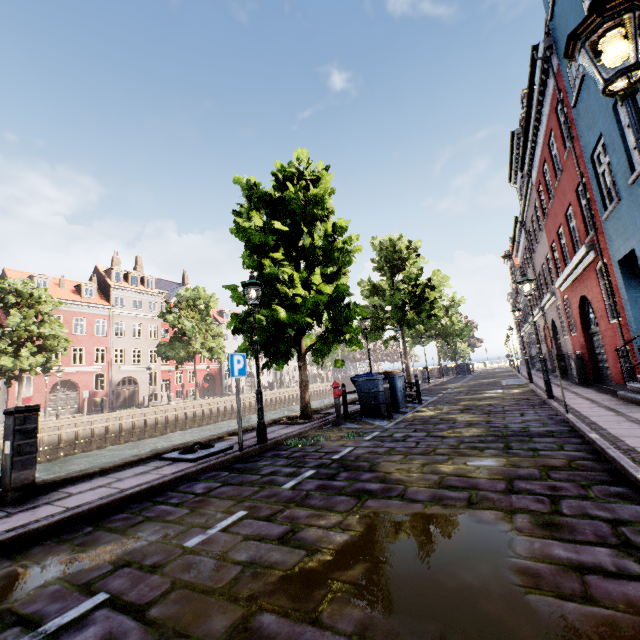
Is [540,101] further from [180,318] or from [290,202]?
[180,318]

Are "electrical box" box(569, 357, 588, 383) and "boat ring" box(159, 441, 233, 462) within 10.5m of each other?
no

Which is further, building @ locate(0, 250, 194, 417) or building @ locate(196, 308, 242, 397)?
building @ locate(196, 308, 242, 397)

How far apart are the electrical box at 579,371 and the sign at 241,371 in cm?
1372

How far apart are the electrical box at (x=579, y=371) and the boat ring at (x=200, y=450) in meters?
14.0 m

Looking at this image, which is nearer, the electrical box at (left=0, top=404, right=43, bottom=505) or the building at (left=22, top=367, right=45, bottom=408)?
the electrical box at (left=0, top=404, right=43, bottom=505)

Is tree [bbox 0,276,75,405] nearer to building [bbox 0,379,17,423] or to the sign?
the sign

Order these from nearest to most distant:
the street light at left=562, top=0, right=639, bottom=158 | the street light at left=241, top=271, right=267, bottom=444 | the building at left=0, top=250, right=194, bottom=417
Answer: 1. the street light at left=562, top=0, right=639, bottom=158
2. the street light at left=241, top=271, right=267, bottom=444
3. the building at left=0, top=250, right=194, bottom=417
